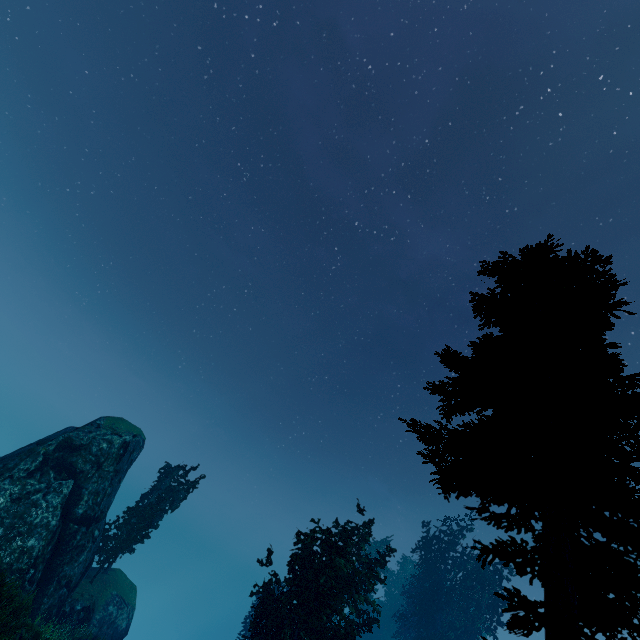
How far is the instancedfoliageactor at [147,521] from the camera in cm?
2644

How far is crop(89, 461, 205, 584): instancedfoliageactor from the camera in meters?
26.4 m

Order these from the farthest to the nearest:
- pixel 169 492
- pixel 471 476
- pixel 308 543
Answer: pixel 169 492 < pixel 308 543 < pixel 471 476

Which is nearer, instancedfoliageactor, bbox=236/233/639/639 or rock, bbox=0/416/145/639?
instancedfoliageactor, bbox=236/233/639/639

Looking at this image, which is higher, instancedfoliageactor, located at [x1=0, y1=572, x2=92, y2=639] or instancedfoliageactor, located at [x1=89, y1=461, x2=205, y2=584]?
instancedfoliageactor, located at [x1=89, y1=461, x2=205, y2=584]

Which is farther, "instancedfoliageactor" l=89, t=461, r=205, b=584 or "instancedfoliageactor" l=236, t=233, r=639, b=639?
"instancedfoliageactor" l=89, t=461, r=205, b=584

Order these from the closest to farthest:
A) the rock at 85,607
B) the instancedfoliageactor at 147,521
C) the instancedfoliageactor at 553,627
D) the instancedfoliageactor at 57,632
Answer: the instancedfoliageactor at 553,627 → the instancedfoliageactor at 57,632 → the rock at 85,607 → the instancedfoliageactor at 147,521
